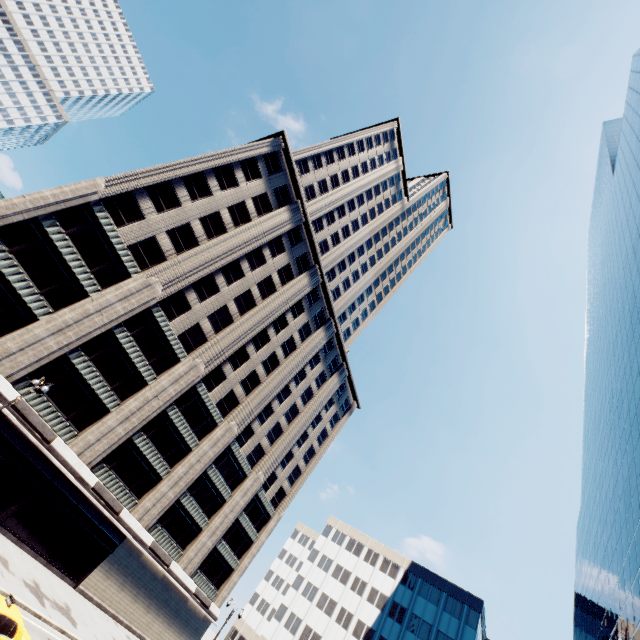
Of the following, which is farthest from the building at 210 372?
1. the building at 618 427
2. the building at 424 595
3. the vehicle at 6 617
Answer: the building at 618 427

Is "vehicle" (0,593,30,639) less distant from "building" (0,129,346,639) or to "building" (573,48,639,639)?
"building" (0,129,346,639)

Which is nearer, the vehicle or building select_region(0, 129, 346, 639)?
the vehicle

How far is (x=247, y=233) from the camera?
39.7 meters

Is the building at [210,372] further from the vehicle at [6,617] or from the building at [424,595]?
the building at [424,595]

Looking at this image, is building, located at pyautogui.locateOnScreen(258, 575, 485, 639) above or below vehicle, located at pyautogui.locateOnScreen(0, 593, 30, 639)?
above

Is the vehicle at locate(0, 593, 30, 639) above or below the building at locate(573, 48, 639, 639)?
below

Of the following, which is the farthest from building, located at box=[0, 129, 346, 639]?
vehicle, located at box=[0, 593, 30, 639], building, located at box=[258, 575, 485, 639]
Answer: building, located at box=[258, 575, 485, 639]
